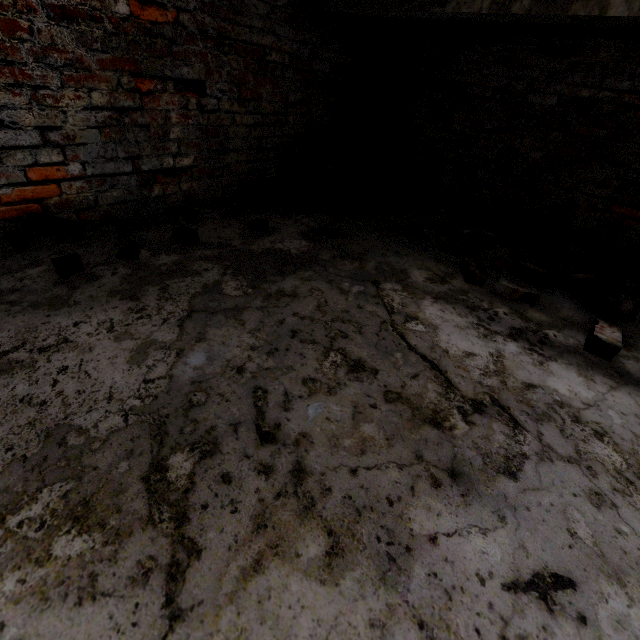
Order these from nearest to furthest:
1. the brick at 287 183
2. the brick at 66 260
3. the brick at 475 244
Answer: the brick at 66 260 < the brick at 475 244 < the brick at 287 183

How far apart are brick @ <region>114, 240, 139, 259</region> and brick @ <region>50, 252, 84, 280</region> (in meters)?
0.24

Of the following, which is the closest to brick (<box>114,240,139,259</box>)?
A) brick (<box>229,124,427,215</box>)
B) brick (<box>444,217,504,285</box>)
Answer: brick (<box>229,124,427,215</box>)

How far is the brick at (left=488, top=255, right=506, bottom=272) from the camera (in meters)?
2.46

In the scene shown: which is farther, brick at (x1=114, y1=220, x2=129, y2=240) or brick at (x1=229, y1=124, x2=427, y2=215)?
brick at (x1=229, y1=124, x2=427, y2=215)

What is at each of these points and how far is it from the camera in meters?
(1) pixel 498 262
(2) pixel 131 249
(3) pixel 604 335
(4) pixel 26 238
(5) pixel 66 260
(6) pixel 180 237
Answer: (1) brick, 2.5 m
(2) brick, 2.0 m
(3) brick, 1.7 m
(4) brick, 1.9 m
(5) brick, 1.7 m
(6) brick, 2.2 m

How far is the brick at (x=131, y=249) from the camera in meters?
1.9 m

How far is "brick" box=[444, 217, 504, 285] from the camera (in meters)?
2.23
